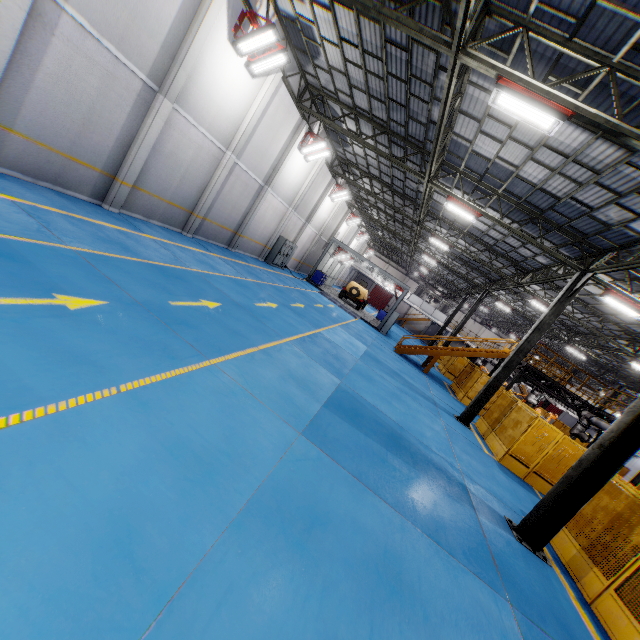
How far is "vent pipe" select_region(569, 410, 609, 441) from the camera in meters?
15.8 m

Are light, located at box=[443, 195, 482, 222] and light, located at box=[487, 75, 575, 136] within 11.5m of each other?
yes

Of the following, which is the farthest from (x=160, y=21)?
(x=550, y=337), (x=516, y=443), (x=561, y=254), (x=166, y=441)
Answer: (x=550, y=337)

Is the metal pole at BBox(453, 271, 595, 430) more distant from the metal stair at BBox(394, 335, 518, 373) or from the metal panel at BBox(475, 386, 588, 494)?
the metal stair at BBox(394, 335, 518, 373)

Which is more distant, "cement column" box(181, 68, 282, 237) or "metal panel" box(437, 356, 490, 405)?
"metal panel" box(437, 356, 490, 405)

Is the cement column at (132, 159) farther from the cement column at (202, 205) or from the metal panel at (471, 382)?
the metal panel at (471, 382)

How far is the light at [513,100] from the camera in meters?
6.6 m

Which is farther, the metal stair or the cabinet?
the cabinet
